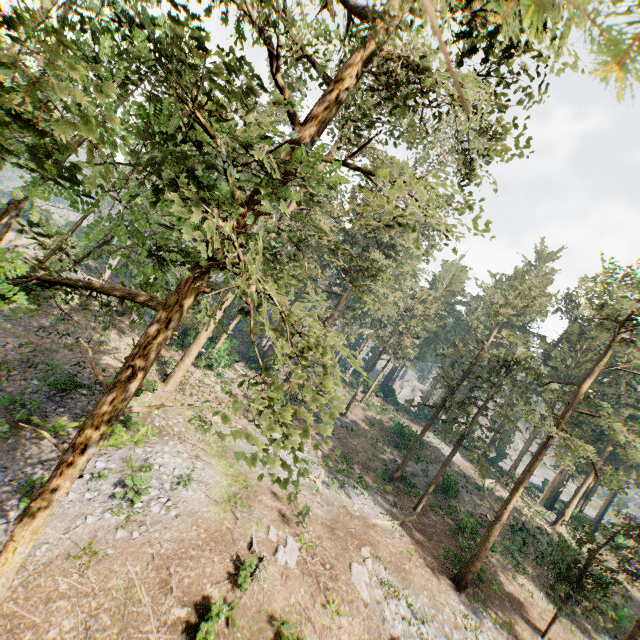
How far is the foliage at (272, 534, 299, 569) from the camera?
14.0m

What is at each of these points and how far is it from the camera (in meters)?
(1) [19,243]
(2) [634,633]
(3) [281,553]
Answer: (1) rock, 30.34
(2) foliage, 18.83
(3) foliage, 14.25

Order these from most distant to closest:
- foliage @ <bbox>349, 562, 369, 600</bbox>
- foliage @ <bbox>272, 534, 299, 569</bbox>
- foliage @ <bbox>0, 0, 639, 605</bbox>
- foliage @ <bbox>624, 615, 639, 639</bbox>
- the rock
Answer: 1. the rock
2. foliage @ <bbox>624, 615, 639, 639</bbox>
3. foliage @ <bbox>349, 562, 369, 600</bbox>
4. foliage @ <bbox>272, 534, 299, 569</bbox>
5. foliage @ <bbox>0, 0, 639, 605</bbox>

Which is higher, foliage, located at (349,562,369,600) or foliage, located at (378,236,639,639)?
foliage, located at (378,236,639,639)

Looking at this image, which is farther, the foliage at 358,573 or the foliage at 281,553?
the foliage at 358,573
